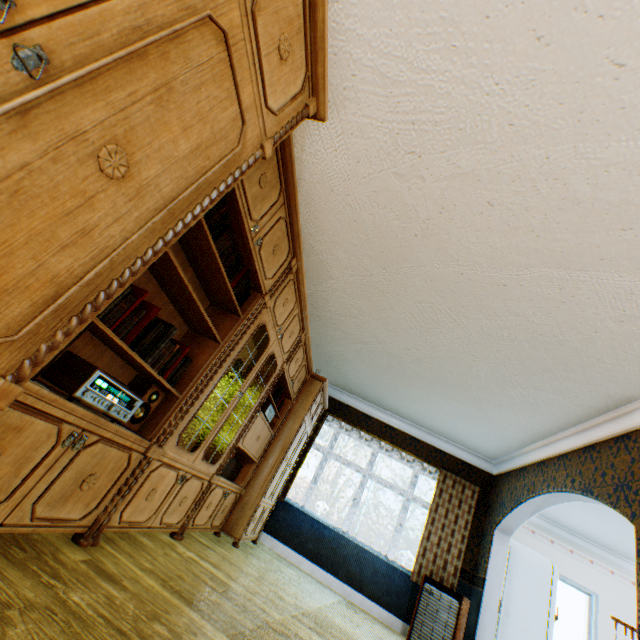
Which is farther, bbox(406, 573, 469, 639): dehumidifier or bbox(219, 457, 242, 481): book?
bbox(406, 573, 469, 639): dehumidifier

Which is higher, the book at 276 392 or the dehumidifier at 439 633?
the book at 276 392

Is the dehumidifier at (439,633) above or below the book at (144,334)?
below

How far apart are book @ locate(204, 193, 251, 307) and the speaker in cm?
86

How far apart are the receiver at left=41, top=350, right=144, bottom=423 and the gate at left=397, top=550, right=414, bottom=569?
22.0 meters

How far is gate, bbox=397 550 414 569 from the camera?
18.39m

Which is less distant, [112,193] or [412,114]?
[112,193]

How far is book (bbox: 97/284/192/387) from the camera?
1.6m
